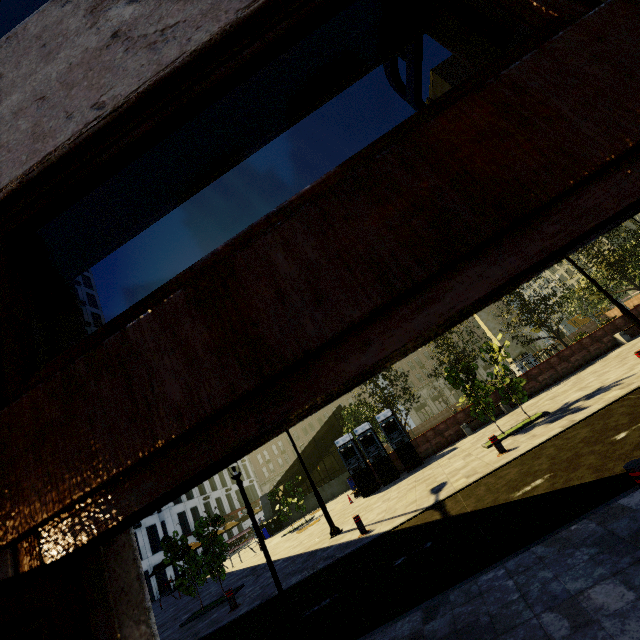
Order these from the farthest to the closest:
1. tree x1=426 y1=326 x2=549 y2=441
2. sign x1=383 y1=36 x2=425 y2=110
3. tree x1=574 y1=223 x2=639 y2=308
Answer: tree x1=574 y1=223 x2=639 y2=308 → tree x1=426 y1=326 x2=549 y2=441 → sign x1=383 y1=36 x2=425 y2=110

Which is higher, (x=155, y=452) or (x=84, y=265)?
(x=84, y=265)

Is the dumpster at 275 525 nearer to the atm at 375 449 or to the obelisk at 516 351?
the atm at 375 449

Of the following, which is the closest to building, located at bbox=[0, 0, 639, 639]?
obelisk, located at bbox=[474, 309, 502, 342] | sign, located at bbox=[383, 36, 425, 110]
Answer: sign, located at bbox=[383, 36, 425, 110]

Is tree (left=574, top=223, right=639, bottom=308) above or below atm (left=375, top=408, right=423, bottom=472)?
above

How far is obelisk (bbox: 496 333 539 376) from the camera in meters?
31.0

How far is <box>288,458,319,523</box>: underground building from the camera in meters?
28.0

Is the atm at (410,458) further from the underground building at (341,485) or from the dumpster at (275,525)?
the dumpster at (275,525)
